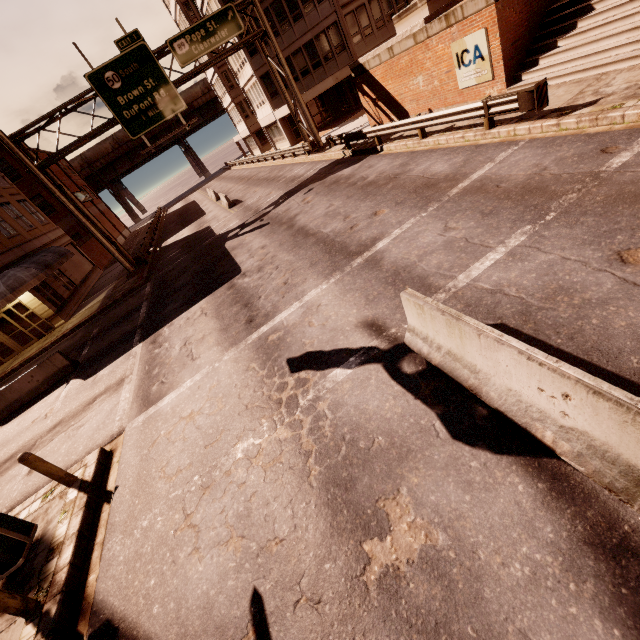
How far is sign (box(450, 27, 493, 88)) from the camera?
12.4 meters

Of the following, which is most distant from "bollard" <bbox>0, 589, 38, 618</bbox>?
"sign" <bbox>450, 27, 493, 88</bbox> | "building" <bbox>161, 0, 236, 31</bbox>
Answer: "building" <bbox>161, 0, 236, 31</bbox>

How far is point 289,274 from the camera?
10.39m

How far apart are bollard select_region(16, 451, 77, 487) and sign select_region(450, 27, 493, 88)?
18.9 meters

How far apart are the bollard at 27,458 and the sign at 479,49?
18.9 meters

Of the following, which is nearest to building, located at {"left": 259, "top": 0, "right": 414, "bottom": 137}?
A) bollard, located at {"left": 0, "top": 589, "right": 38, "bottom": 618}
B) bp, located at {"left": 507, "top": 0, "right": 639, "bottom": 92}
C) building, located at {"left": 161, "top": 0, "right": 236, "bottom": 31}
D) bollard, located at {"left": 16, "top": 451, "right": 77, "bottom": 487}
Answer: building, located at {"left": 161, "top": 0, "right": 236, "bottom": 31}

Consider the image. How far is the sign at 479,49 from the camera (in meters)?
12.38

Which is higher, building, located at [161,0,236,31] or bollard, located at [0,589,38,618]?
building, located at [161,0,236,31]
